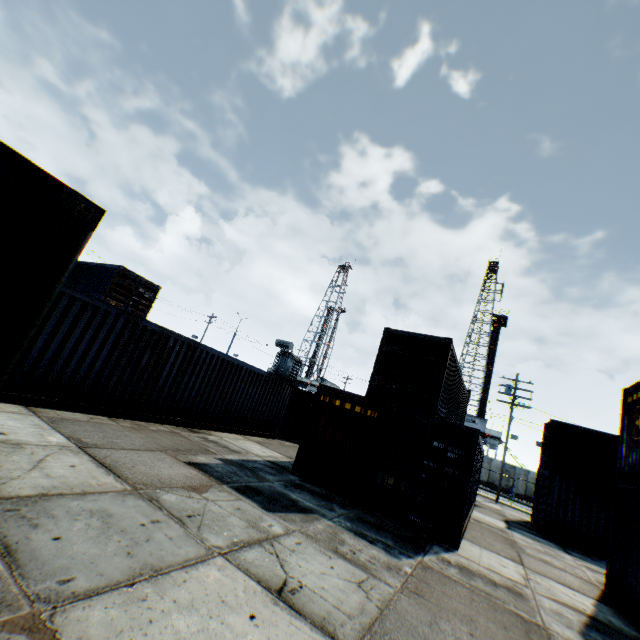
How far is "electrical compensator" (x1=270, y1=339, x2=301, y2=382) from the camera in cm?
3145

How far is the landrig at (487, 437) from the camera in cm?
4316

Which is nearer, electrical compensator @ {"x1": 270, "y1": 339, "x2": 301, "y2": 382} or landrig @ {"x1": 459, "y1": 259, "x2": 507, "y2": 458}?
electrical compensator @ {"x1": 270, "y1": 339, "x2": 301, "y2": 382}

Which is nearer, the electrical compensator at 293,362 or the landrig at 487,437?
the electrical compensator at 293,362

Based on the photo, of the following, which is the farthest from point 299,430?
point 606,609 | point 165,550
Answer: point 165,550

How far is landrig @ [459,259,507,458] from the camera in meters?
43.2
